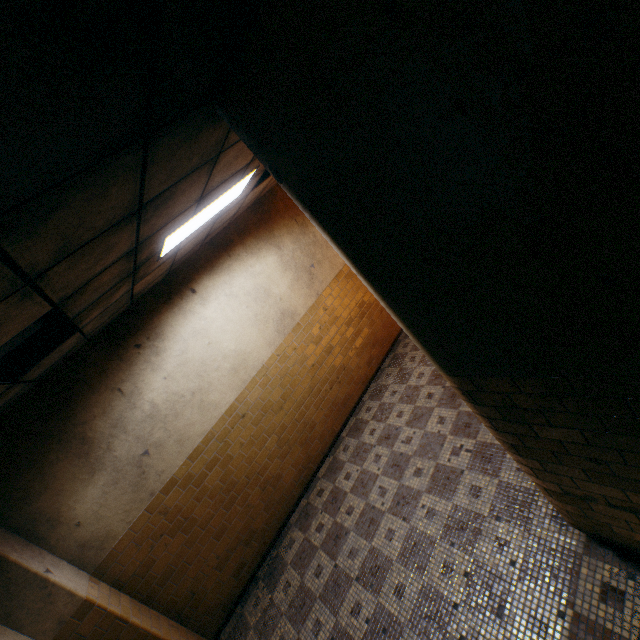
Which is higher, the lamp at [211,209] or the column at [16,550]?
the lamp at [211,209]

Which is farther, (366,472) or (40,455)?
(366,472)

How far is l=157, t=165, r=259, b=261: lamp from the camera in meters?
3.0

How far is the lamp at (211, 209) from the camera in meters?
3.0

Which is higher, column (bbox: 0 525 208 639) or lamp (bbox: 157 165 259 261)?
lamp (bbox: 157 165 259 261)
